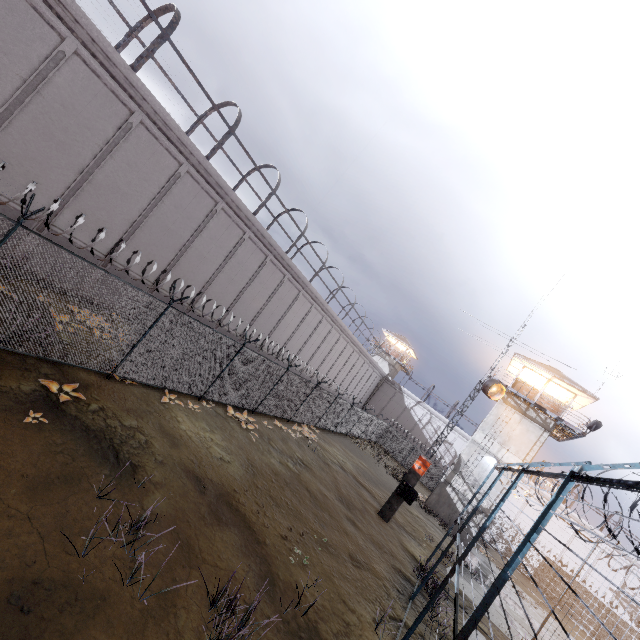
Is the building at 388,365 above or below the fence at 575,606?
above

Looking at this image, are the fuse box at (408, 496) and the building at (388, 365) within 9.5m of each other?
no

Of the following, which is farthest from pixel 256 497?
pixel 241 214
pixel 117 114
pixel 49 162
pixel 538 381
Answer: pixel 538 381

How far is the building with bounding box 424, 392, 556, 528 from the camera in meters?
24.9

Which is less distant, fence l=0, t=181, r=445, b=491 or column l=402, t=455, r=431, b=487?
fence l=0, t=181, r=445, b=491

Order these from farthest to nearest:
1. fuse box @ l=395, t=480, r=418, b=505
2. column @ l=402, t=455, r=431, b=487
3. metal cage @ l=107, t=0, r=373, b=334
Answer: column @ l=402, t=455, r=431, b=487, fuse box @ l=395, t=480, r=418, b=505, metal cage @ l=107, t=0, r=373, b=334

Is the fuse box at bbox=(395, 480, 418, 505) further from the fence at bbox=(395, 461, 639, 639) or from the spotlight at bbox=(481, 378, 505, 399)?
the spotlight at bbox=(481, 378, 505, 399)

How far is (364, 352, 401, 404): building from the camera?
50.3m
